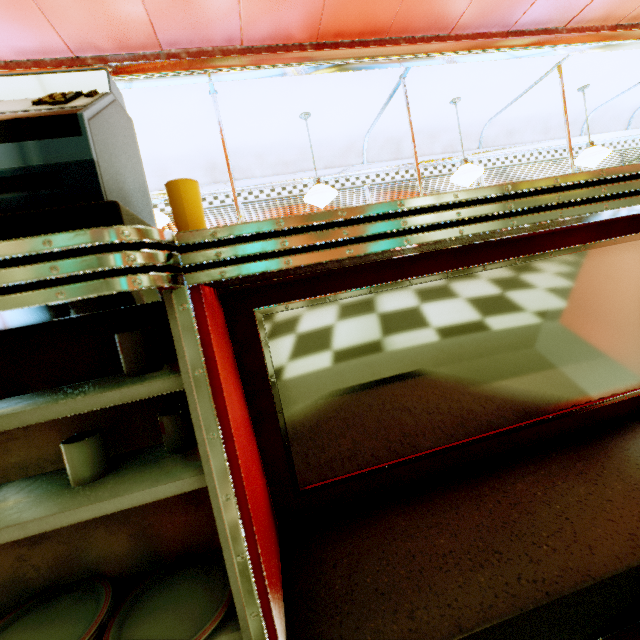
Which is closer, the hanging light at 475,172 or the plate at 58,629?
the plate at 58,629

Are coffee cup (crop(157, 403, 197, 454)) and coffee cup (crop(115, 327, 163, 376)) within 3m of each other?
yes

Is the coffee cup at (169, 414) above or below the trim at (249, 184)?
below

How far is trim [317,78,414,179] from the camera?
3.96m

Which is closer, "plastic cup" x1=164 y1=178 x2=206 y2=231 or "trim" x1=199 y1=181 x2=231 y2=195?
"plastic cup" x1=164 y1=178 x2=206 y2=231

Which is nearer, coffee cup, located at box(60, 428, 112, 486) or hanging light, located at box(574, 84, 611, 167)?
coffee cup, located at box(60, 428, 112, 486)

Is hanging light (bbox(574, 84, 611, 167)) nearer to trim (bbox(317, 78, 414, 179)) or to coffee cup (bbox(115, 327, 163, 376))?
trim (bbox(317, 78, 414, 179))

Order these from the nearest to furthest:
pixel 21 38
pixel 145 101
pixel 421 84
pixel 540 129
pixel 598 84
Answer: pixel 21 38, pixel 145 101, pixel 421 84, pixel 598 84, pixel 540 129
